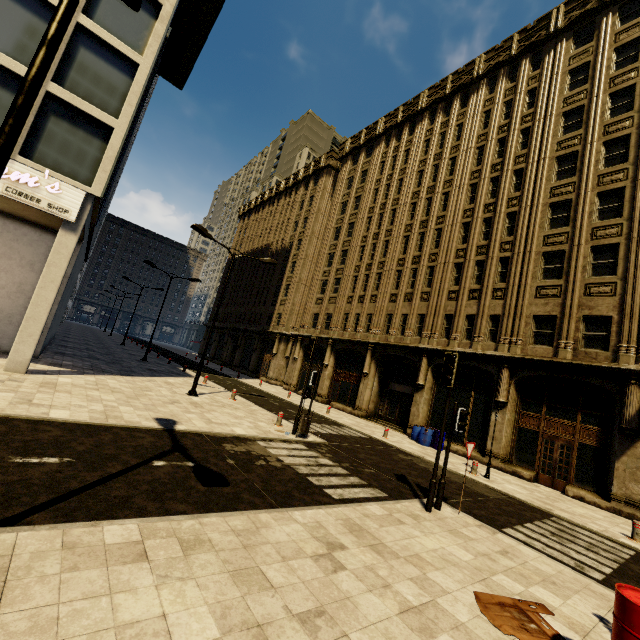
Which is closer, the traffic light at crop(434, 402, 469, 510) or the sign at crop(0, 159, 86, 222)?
the traffic light at crop(434, 402, 469, 510)

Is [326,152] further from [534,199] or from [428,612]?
[428,612]

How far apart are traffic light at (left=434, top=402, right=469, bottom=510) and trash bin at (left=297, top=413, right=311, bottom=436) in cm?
535

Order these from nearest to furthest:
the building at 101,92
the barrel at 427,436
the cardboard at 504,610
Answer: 1. the cardboard at 504,610
2. the building at 101,92
3. the barrel at 427,436

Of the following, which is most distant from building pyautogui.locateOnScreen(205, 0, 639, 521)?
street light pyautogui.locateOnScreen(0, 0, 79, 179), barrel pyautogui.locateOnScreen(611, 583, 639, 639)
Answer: barrel pyautogui.locateOnScreen(611, 583, 639, 639)

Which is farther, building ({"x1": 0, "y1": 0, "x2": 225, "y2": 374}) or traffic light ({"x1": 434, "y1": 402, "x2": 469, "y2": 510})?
building ({"x1": 0, "y1": 0, "x2": 225, "y2": 374})

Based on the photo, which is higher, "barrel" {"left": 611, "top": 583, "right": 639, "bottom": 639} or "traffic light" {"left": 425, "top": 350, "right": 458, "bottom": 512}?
"traffic light" {"left": 425, "top": 350, "right": 458, "bottom": 512}

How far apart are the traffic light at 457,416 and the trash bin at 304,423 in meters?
5.3
